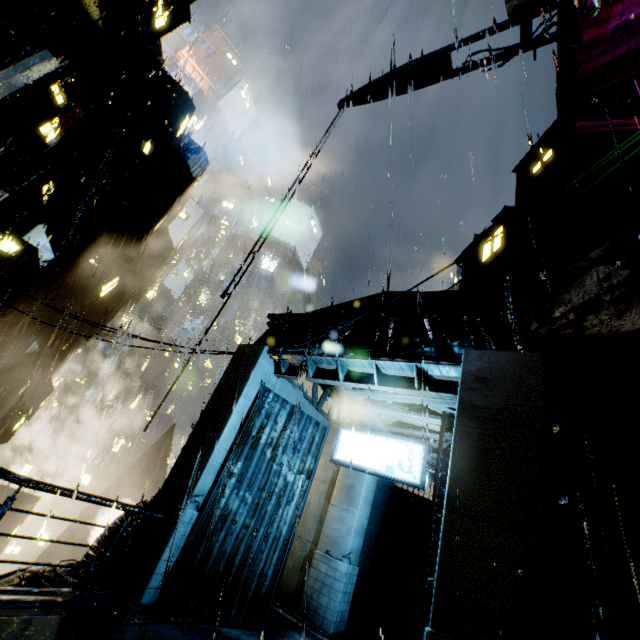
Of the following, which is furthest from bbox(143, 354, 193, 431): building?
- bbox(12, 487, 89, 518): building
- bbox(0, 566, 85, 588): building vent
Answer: bbox(12, 487, 89, 518): building

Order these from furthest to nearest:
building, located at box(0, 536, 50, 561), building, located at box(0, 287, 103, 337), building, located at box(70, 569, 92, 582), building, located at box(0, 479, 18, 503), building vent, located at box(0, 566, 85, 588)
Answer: building, located at box(0, 536, 50, 561) < building, located at box(0, 479, 18, 503) < building, located at box(0, 287, 103, 337) < building, located at box(70, 569, 92, 582) < building vent, located at box(0, 566, 85, 588)

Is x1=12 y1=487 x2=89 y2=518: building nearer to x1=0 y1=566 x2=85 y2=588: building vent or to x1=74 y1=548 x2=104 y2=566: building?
x1=74 y1=548 x2=104 y2=566: building

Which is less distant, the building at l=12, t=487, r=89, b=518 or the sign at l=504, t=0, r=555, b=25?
the sign at l=504, t=0, r=555, b=25

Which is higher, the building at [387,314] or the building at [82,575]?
the building at [387,314]

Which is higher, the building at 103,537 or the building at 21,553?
the building at 103,537

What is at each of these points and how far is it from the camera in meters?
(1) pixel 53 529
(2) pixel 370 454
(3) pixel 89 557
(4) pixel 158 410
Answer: (1) building, 55.3
(2) sign, 8.9
(3) building, 7.7
(4) building, 11.4

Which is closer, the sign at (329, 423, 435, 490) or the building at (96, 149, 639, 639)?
the building at (96, 149, 639, 639)
